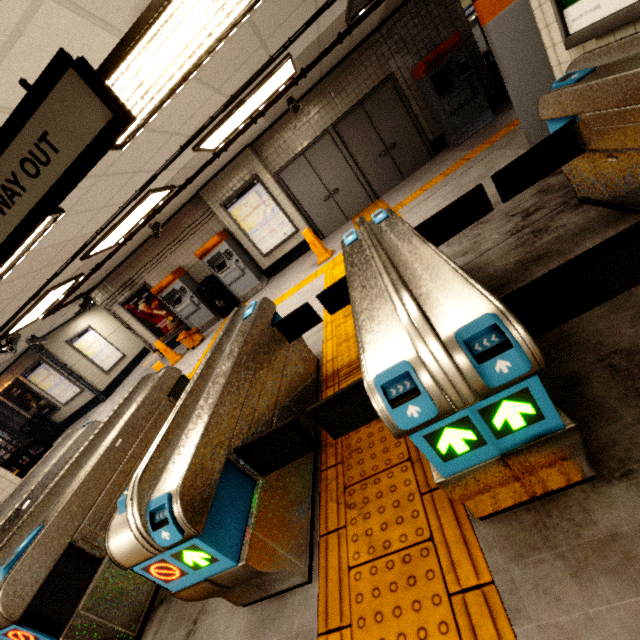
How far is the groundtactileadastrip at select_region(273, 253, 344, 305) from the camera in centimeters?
566cm

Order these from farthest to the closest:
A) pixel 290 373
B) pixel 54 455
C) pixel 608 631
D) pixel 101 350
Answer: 1. pixel 101 350
2. pixel 54 455
3. pixel 290 373
4. pixel 608 631

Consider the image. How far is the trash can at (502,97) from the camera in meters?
7.3

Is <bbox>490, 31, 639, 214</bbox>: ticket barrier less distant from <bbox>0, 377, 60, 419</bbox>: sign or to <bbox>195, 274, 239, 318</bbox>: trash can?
<bbox>195, 274, 239, 318</bbox>: trash can

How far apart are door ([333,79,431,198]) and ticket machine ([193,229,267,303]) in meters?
3.8 m

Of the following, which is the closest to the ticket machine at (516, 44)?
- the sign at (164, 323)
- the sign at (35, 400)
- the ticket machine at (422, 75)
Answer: the ticket machine at (422, 75)

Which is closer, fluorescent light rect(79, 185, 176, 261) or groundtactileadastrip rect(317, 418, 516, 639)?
groundtactileadastrip rect(317, 418, 516, 639)

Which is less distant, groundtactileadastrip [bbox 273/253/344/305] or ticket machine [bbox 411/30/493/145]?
groundtactileadastrip [bbox 273/253/344/305]
